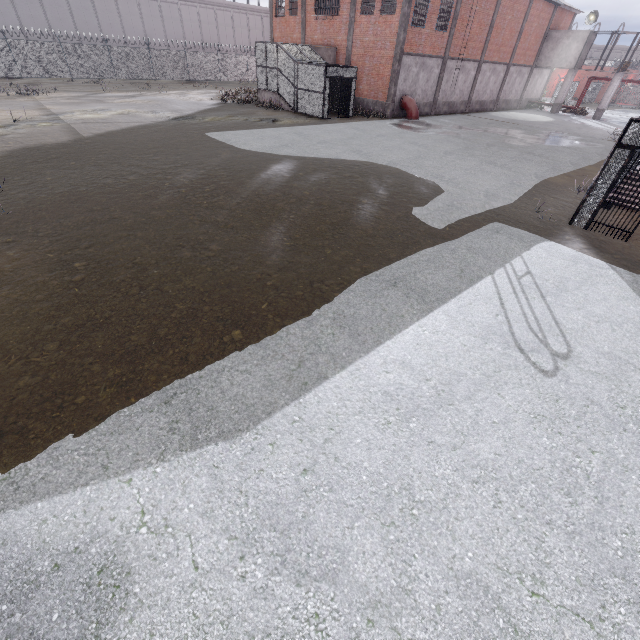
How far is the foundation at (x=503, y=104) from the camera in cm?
3538

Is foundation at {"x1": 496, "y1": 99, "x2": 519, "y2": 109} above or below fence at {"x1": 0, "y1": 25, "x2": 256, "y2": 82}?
below

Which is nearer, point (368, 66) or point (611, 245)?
point (611, 245)

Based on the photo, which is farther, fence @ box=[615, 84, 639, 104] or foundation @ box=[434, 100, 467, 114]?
fence @ box=[615, 84, 639, 104]

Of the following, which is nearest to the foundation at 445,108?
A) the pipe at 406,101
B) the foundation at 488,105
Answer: the foundation at 488,105

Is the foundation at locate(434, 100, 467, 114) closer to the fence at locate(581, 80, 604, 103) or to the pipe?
the pipe

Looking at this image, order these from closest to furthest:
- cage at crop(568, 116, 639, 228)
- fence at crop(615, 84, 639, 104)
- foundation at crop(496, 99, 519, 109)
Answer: cage at crop(568, 116, 639, 228), foundation at crop(496, 99, 519, 109), fence at crop(615, 84, 639, 104)

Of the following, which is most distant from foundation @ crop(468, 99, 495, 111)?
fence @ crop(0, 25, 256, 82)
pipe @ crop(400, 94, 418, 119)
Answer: fence @ crop(0, 25, 256, 82)
